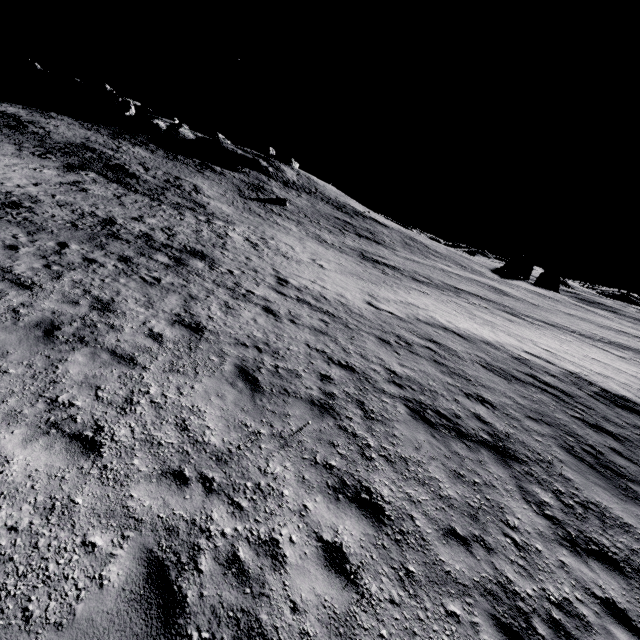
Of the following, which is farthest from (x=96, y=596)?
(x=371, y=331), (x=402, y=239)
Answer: (x=402, y=239)
